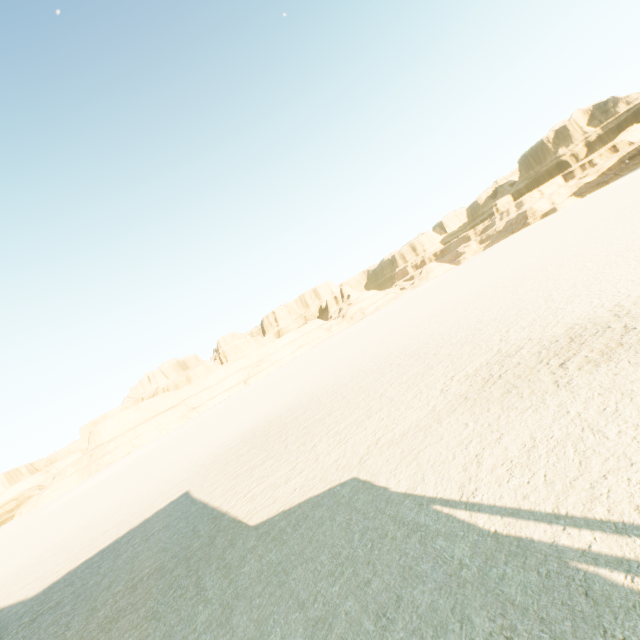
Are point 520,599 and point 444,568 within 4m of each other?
yes
